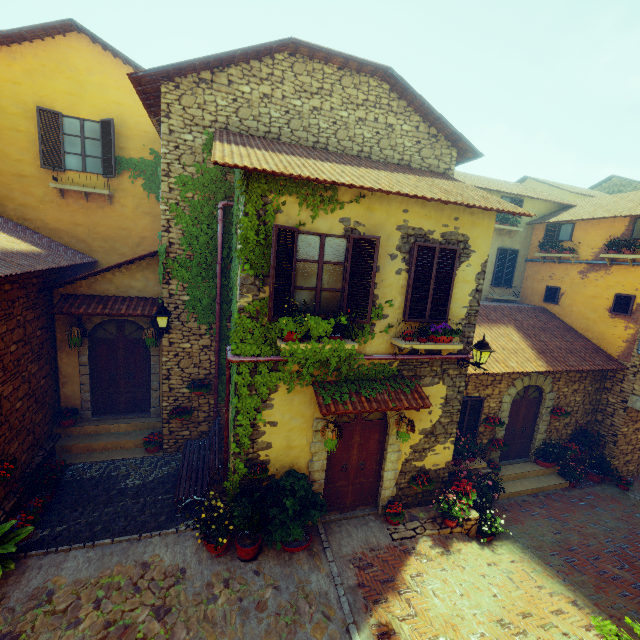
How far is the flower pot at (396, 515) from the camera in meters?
7.5 m

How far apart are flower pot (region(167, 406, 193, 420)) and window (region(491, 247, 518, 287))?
12.79m

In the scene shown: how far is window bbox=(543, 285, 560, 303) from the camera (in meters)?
12.95

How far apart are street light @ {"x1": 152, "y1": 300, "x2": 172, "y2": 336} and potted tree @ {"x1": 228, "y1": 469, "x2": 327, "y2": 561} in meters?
3.9

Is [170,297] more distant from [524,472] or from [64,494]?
[524,472]

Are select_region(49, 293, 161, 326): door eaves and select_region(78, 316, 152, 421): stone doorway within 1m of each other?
yes

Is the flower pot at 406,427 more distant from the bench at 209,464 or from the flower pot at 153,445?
the flower pot at 153,445

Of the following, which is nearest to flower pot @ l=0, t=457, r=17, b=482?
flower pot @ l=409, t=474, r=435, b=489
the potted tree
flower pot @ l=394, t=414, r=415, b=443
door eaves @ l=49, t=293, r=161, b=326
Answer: door eaves @ l=49, t=293, r=161, b=326
